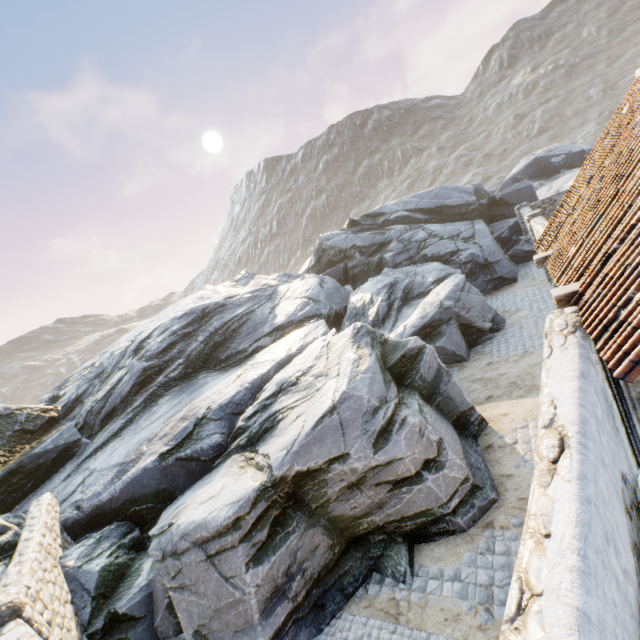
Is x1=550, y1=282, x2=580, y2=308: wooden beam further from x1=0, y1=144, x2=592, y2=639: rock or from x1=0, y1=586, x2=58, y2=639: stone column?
x1=0, y1=586, x2=58, y2=639: stone column

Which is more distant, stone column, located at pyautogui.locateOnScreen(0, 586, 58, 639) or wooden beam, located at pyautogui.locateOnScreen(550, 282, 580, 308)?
wooden beam, located at pyautogui.locateOnScreen(550, 282, 580, 308)

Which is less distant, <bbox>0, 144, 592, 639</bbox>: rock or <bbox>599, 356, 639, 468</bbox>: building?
<bbox>599, 356, 639, 468</bbox>: building

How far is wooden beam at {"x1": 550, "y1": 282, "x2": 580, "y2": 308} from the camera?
5.1m

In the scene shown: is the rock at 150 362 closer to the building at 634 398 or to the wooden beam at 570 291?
the building at 634 398

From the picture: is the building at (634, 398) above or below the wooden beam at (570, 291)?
below

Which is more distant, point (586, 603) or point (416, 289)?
point (416, 289)

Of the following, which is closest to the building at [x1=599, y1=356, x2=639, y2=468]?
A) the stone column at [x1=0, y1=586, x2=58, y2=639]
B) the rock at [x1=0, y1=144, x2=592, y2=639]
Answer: the rock at [x1=0, y1=144, x2=592, y2=639]
